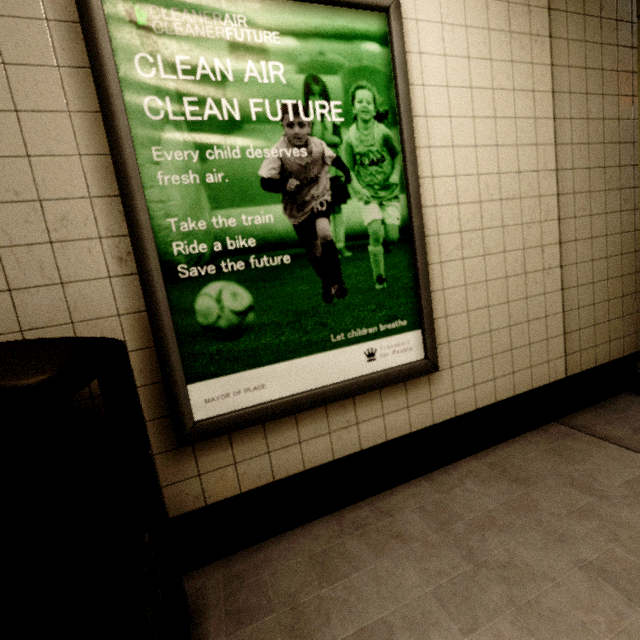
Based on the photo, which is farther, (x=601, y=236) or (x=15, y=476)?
(x=601, y=236)

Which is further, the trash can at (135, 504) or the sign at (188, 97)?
the sign at (188, 97)

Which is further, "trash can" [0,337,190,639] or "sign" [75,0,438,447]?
"sign" [75,0,438,447]
